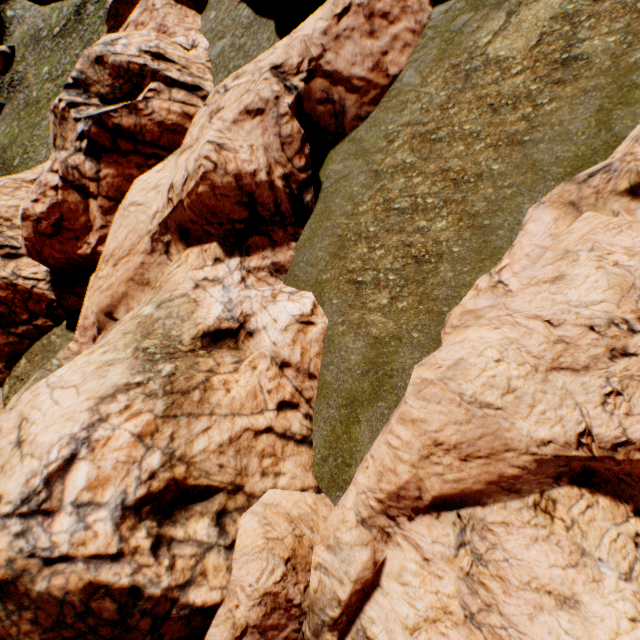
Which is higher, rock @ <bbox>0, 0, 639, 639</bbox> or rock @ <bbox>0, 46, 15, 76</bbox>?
rock @ <bbox>0, 46, 15, 76</bbox>

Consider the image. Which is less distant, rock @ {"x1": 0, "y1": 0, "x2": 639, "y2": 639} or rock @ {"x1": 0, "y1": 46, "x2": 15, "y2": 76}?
rock @ {"x1": 0, "y1": 0, "x2": 639, "y2": 639}

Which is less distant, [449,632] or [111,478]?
[449,632]

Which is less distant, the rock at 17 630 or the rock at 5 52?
the rock at 17 630

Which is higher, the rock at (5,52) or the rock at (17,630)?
the rock at (5,52)
